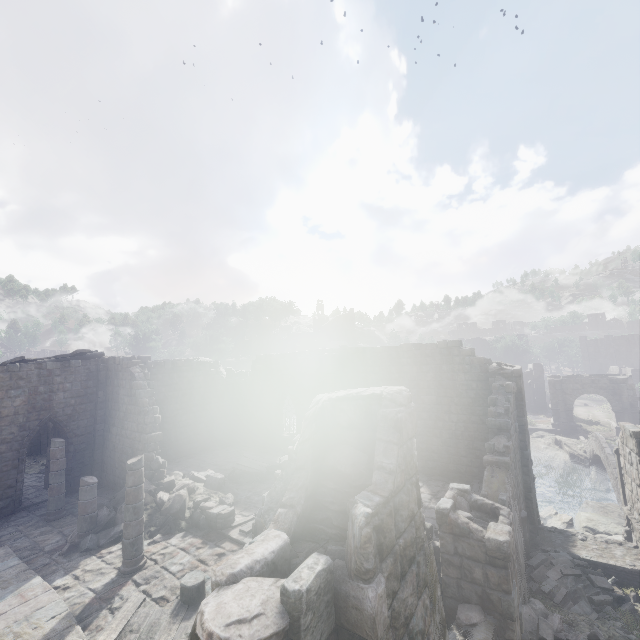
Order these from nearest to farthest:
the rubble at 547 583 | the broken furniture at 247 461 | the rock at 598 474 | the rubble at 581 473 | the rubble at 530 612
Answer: the rubble at 530 612 < the rubble at 547 583 < the broken furniture at 247 461 < the rock at 598 474 < the rubble at 581 473

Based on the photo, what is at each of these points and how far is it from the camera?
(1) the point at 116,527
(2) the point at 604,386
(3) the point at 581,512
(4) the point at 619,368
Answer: (1) rubble, 12.07m
(2) stone arch, 35.62m
(3) rock, 20.09m
(4) building, 50.84m

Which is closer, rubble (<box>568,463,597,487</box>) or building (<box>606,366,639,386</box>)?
rubble (<box>568,463,597,487</box>)

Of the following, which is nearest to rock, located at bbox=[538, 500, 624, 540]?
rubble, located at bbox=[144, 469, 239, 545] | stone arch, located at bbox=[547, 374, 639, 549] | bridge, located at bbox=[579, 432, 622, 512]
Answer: bridge, located at bbox=[579, 432, 622, 512]

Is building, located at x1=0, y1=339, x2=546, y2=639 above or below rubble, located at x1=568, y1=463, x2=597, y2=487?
above

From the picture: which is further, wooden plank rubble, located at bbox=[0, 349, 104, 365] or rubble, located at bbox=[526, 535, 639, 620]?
wooden plank rubble, located at bbox=[0, 349, 104, 365]

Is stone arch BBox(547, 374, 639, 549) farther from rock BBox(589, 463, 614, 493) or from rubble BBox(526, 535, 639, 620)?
rock BBox(589, 463, 614, 493)

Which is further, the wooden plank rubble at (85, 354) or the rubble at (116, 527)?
the wooden plank rubble at (85, 354)
